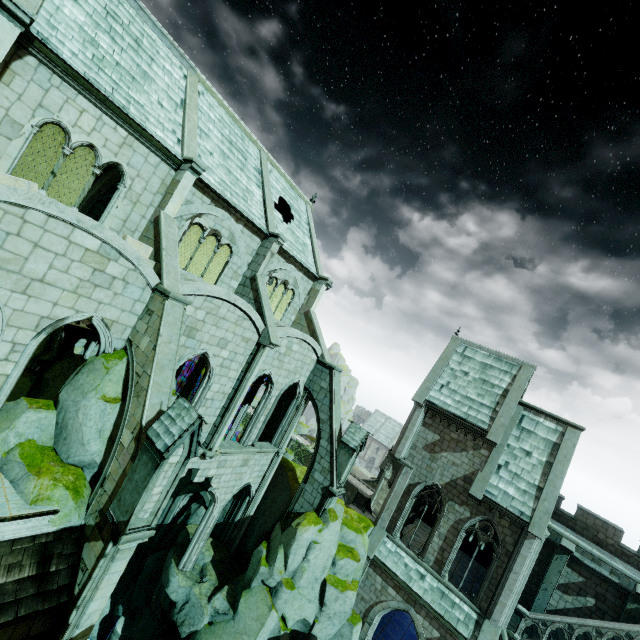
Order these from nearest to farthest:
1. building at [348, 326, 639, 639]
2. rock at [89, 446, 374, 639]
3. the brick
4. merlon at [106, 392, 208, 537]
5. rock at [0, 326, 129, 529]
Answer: merlon at [106, 392, 208, 537], rock at [0, 326, 129, 529], the brick, rock at [89, 446, 374, 639], building at [348, 326, 639, 639]

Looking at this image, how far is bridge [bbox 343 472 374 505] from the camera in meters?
46.2 m

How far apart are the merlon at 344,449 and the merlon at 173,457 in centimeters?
1090cm

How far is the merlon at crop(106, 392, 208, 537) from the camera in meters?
8.3

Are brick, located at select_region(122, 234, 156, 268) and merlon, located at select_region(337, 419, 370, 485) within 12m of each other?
no

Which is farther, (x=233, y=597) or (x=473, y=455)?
(x=473, y=455)

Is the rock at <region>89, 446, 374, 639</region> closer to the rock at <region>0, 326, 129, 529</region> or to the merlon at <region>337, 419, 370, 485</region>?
the merlon at <region>337, 419, 370, 485</region>

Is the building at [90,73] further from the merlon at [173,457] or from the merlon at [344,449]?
the merlon at [173,457]
